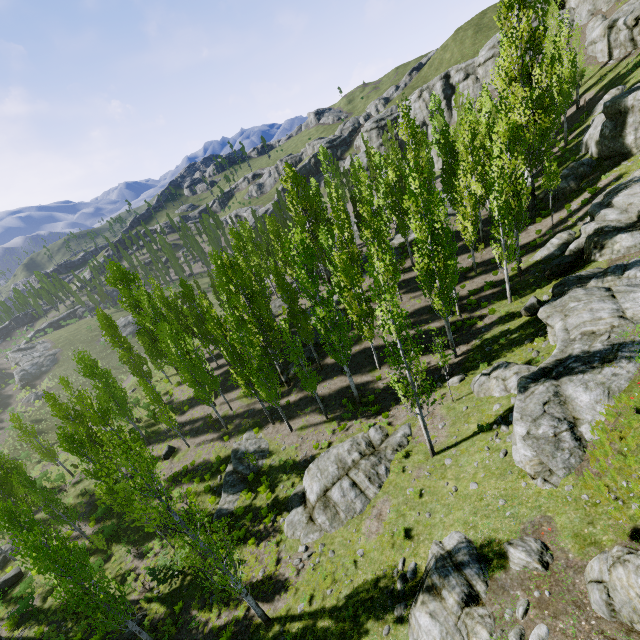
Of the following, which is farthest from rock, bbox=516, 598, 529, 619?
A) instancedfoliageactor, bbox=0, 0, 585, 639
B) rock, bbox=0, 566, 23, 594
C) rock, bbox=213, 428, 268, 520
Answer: rock, bbox=0, 566, 23, 594

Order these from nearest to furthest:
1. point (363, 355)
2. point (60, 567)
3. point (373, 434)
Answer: point (60, 567) < point (373, 434) < point (363, 355)

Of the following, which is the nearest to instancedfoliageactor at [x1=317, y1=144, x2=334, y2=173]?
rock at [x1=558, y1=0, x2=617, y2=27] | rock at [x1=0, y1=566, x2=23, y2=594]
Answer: rock at [x1=558, y1=0, x2=617, y2=27]

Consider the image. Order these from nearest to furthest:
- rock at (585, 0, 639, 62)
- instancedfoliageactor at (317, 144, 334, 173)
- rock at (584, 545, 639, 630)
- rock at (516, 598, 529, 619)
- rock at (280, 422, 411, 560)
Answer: rock at (584, 545, 639, 630) < rock at (516, 598, 529, 619) < rock at (280, 422, 411, 560) < rock at (585, 0, 639, 62) < instancedfoliageactor at (317, 144, 334, 173)

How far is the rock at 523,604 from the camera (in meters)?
7.58

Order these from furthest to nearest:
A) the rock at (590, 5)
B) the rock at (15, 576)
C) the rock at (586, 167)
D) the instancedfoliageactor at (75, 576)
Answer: the rock at (590, 5) < the rock at (586, 167) < the rock at (15, 576) < the instancedfoliageactor at (75, 576)

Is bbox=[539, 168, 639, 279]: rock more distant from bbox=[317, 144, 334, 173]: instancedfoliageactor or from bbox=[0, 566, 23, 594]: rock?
bbox=[0, 566, 23, 594]: rock
